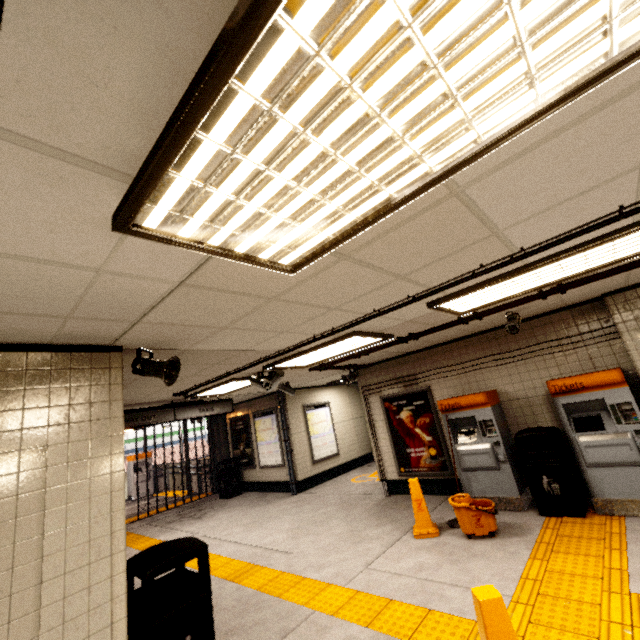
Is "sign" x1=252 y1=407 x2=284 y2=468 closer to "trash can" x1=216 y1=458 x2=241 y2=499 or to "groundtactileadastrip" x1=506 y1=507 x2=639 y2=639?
"trash can" x1=216 y1=458 x2=241 y2=499

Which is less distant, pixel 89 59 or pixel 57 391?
pixel 89 59

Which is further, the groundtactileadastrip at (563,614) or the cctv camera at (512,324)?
the cctv camera at (512,324)

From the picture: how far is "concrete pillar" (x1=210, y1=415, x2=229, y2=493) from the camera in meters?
11.8 m

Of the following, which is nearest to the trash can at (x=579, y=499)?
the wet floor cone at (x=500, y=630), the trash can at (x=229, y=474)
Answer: the wet floor cone at (x=500, y=630)

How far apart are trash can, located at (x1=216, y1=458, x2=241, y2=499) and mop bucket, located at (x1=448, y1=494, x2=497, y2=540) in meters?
8.0

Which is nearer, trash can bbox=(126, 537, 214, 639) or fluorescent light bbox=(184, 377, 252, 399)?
trash can bbox=(126, 537, 214, 639)

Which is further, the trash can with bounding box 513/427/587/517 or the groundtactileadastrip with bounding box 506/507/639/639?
the trash can with bounding box 513/427/587/517
